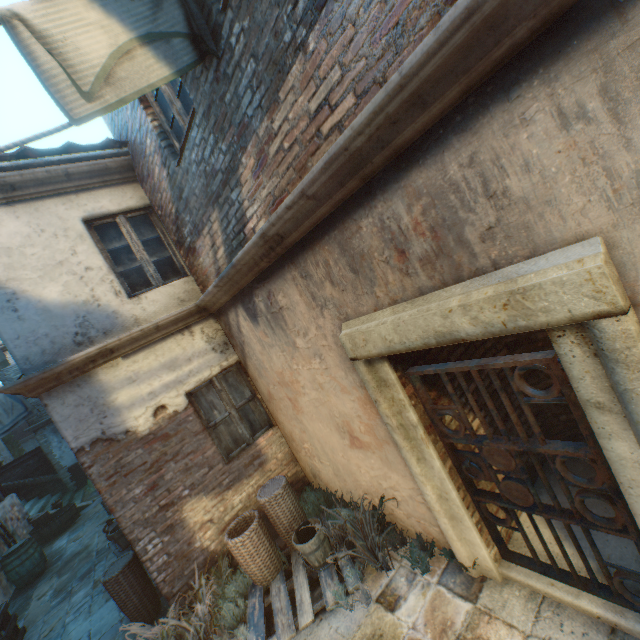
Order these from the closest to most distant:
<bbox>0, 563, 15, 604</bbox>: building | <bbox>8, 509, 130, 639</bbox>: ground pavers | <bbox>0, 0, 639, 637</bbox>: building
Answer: <bbox>0, 0, 639, 637</bbox>: building < <bbox>8, 509, 130, 639</bbox>: ground pavers < <bbox>0, 563, 15, 604</bbox>: building

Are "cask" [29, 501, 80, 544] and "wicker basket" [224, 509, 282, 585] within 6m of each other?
no

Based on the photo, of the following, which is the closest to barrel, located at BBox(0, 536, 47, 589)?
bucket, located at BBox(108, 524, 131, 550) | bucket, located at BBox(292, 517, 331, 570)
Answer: bucket, located at BBox(108, 524, 131, 550)

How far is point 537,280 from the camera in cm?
164

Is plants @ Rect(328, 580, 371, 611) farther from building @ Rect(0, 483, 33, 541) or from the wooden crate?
the wooden crate

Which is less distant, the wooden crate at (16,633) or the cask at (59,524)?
the wooden crate at (16,633)

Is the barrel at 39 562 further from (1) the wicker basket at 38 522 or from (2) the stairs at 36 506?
(2) the stairs at 36 506

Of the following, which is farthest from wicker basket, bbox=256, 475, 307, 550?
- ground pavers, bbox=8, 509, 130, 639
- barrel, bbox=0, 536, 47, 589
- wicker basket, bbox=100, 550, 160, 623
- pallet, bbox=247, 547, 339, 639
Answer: barrel, bbox=0, 536, 47, 589
